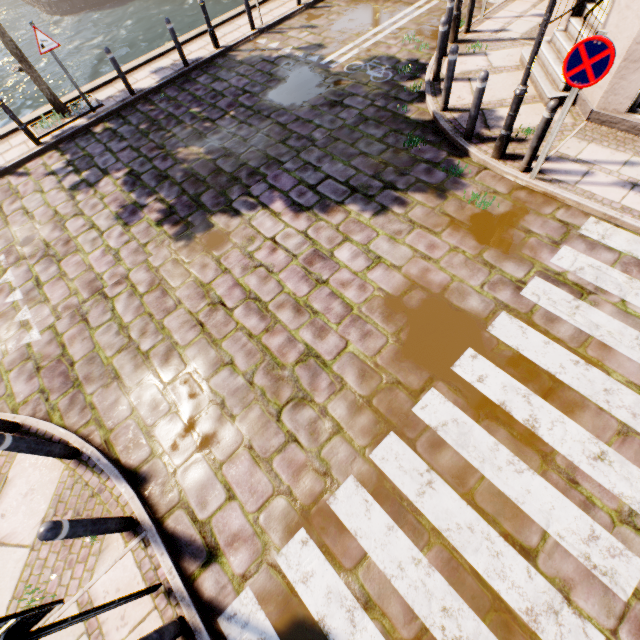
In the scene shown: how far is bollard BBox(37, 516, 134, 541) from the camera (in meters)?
2.76

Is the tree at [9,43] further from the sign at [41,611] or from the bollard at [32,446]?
the sign at [41,611]

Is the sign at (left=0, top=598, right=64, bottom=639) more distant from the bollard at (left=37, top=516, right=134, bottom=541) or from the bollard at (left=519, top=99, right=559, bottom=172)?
the bollard at (left=519, top=99, right=559, bottom=172)

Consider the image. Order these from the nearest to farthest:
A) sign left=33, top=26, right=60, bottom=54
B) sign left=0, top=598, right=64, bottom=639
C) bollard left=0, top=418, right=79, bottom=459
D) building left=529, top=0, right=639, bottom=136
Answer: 1. sign left=0, top=598, right=64, bottom=639
2. bollard left=0, top=418, right=79, bottom=459
3. building left=529, top=0, right=639, bottom=136
4. sign left=33, top=26, right=60, bottom=54

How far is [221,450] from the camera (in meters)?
4.07

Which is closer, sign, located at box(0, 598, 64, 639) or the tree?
sign, located at box(0, 598, 64, 639)

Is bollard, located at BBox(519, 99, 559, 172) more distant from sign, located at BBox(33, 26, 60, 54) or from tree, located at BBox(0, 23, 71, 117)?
sign, located at BBox(33, 26, 60, 54)

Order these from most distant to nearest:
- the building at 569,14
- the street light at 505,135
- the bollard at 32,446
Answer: the building at 569,14 → the street light at 505,135 → the bollard at 32,446
